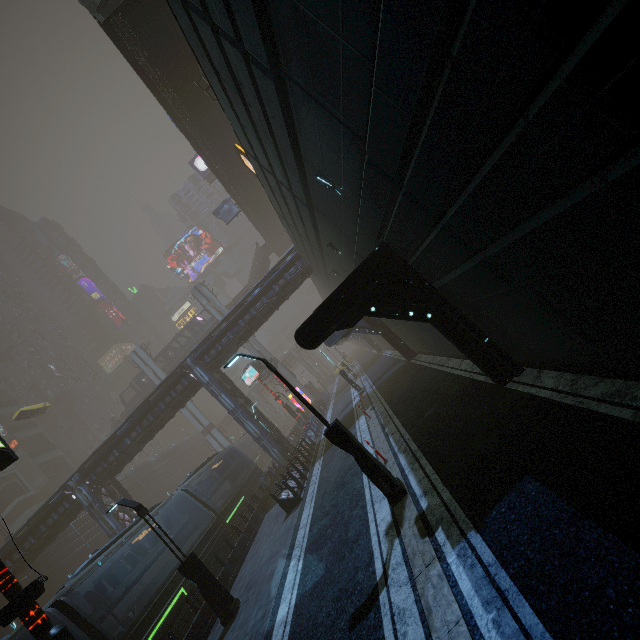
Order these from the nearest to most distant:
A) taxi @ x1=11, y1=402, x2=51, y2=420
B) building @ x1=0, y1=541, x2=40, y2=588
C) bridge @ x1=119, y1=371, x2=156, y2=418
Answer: building @ x1=0, y1=541, x2=40, y2=588 < taxi @ x1=11, y1=402, x2=51, y2=420 < bridge @ x1=119, y1=371, x2=156, y2=418

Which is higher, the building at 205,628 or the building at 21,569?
the building at 21,569

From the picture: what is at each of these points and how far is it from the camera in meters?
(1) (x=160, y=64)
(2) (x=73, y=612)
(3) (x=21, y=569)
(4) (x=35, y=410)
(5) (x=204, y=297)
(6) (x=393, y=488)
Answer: (1) bridge, 19.1
(2) train, 10.6
(3) building, 27.5
(4) taxi, 40.8
(5) sm, 50.6
(6) street light, 8.0

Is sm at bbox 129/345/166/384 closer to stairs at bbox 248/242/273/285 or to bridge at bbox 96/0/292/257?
bridge at bbox 96/0/292/257

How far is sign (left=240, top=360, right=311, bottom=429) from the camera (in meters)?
33.28

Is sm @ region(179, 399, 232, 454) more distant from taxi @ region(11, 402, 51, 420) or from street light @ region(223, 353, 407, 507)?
street light @ region(223, 353, 407, 507)

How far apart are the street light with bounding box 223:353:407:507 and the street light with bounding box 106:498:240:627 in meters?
7.1 m
